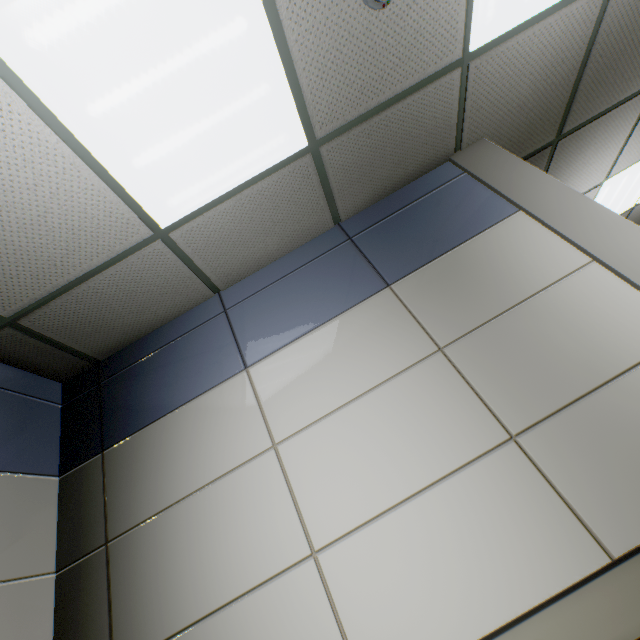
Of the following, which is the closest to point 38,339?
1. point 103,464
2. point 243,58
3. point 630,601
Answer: point 103,464
